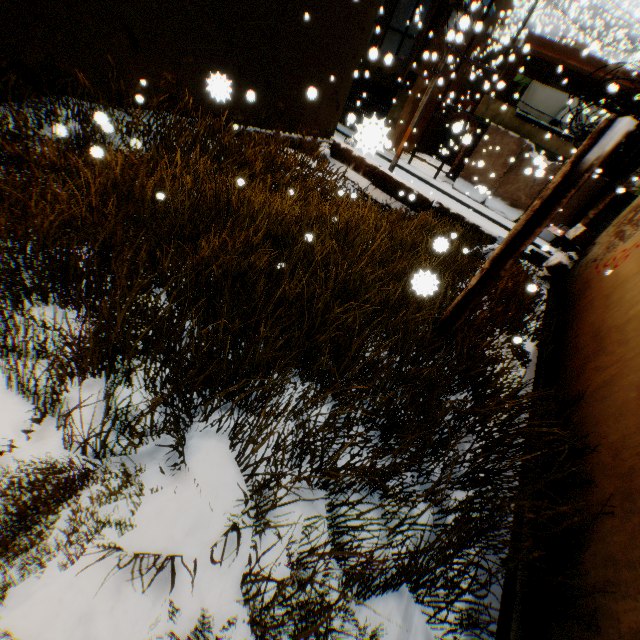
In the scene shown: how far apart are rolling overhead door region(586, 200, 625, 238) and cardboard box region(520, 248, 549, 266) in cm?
8

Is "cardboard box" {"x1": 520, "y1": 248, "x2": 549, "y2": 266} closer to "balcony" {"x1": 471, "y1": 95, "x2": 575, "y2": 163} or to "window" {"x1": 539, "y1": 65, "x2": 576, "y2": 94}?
"balcony" {"x1": 471, "y1": 95, "x2": 575, "y2": 163}

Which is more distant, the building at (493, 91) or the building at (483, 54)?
the building at (483, 54)

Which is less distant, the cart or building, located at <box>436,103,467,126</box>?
the cart

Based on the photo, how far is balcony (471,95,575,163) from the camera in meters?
15.9 m

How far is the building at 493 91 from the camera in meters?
17.5

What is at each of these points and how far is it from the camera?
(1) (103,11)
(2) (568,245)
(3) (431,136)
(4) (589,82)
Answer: (1) building, 5.6 meters
(2) cart, 11.1 meters
(3) building, 24.2 meters
(4) building, 15.7 meters

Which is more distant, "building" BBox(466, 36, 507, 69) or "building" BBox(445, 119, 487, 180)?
"building" BBox(466, 36, 507, 69)
